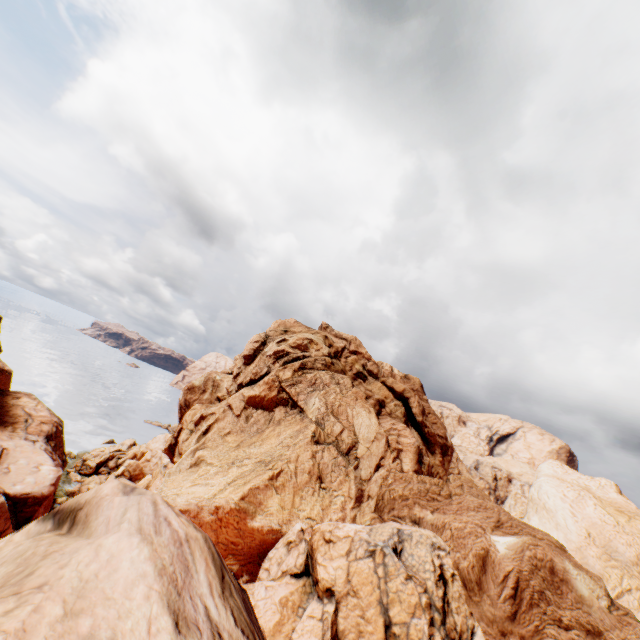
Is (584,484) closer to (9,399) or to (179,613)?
(179,613)
